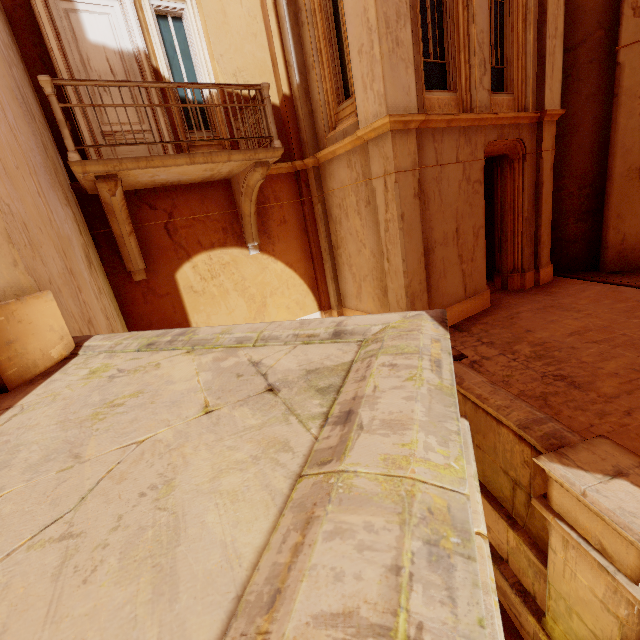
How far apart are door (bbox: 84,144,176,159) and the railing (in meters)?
1.55

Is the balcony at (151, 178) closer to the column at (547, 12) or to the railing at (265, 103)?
the railing at (265, 103)

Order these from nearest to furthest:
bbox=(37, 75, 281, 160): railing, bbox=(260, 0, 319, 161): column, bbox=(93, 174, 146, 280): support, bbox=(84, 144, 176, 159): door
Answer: bbox=(37, 75, 281, 160): railing
bbox=(93, 174, 146, 280): support
bbox=(84, 144, 176, 159): door
bbox=(260, 0, 319, 161): column

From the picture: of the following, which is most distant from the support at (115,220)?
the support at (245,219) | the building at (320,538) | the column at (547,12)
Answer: the column at (547,12)

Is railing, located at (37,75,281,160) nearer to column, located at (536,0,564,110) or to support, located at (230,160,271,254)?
support, located at (230,160,271,254)

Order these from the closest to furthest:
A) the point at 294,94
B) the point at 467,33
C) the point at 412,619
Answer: the point at 412,619 < the point at 467,33 < the point at 294,94

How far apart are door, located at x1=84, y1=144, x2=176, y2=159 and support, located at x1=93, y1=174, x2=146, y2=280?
0.3 meters

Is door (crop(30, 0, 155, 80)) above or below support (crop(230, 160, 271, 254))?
above
